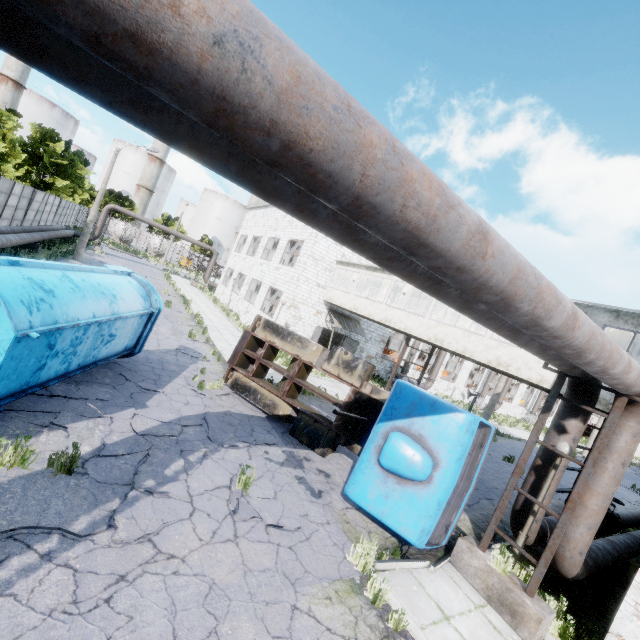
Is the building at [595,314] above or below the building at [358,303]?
above

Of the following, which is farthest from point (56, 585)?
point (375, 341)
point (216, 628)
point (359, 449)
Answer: point (375, 341)

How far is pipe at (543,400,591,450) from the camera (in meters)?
7.01

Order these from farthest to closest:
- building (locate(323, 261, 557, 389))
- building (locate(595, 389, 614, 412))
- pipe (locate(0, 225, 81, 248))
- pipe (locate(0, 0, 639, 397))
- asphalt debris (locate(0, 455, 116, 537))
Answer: pipe (locate(0, 225, 81, 248))
building (locate(323, 261, 557, 389))
building (locate(595, 389, 614, 412))
asphalt debris (locate(0, 455, 116, 537))
pipe (locate(0, 0, 639, 397))

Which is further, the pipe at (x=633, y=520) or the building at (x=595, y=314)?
the pipe at (x=633, y=520)

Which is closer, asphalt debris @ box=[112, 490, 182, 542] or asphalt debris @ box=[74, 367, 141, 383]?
asphalt debris @ box=[112, 490, 182, 542]

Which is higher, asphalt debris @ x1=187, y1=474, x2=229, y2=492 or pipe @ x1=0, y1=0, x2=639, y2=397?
pipe @ x1=0, y1=0, x2=639, y2=397

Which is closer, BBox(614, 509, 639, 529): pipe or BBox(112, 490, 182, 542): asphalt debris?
BBox(112, 490, 182, 542): asphalt debris
